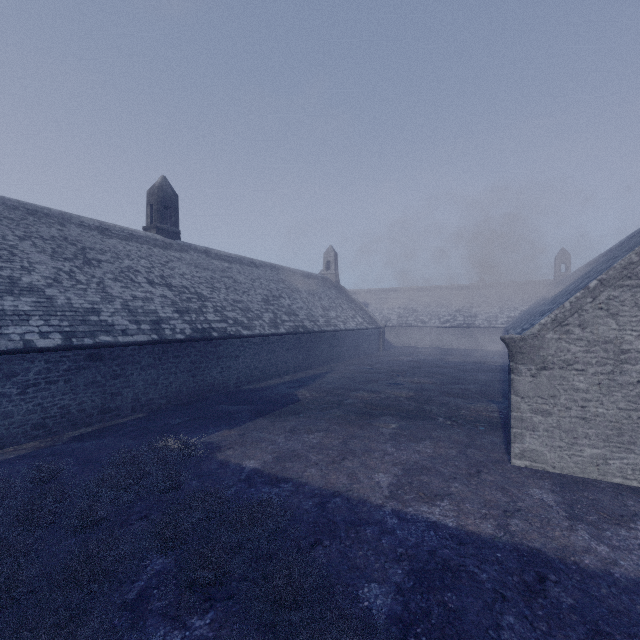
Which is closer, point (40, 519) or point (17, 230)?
point (40, 519)
